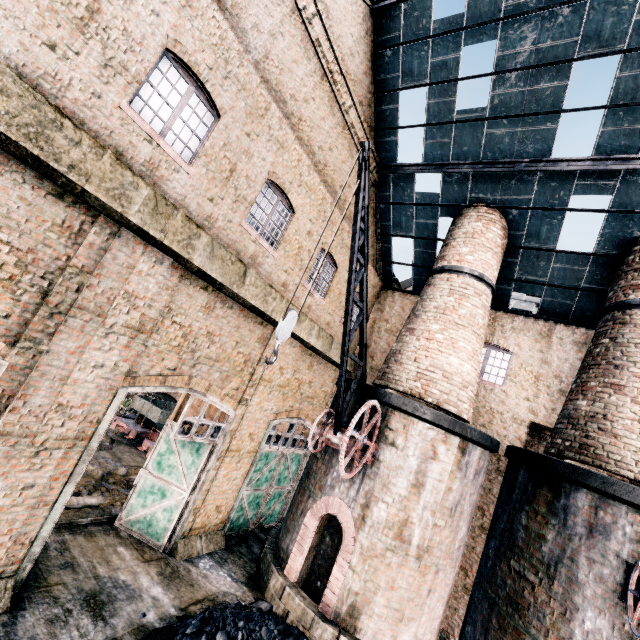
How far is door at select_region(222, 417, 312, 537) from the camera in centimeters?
1288cm

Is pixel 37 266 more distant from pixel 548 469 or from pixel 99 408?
pixel 548 469

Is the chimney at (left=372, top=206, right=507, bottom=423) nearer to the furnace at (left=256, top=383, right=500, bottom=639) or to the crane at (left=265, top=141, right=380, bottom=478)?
the furnace at (left=256, top=383, right=500, bottom=639)

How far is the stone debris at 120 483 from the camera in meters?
11.4

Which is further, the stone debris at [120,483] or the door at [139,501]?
the stone debris at [120,483]

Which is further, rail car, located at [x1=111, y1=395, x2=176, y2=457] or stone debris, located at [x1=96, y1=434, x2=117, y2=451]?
rail car, located at [x1=111, y1=395, x2=176, y2=457]

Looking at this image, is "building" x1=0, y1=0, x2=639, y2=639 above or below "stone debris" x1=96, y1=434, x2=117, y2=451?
above

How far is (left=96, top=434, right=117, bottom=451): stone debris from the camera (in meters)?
16.25
